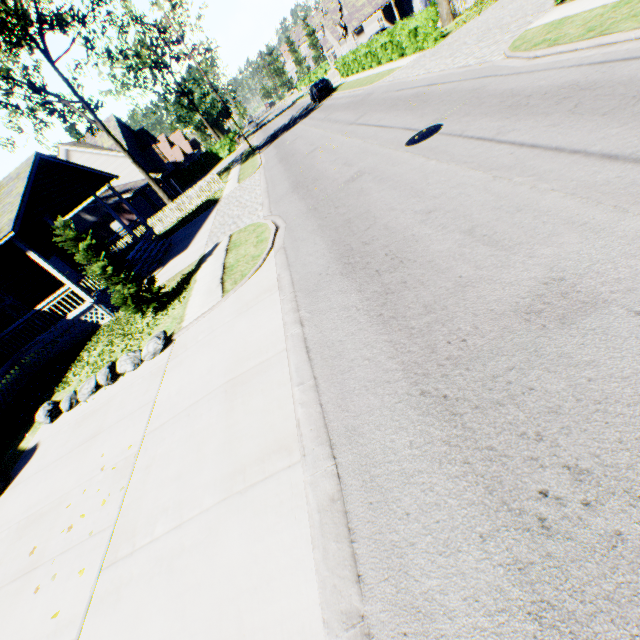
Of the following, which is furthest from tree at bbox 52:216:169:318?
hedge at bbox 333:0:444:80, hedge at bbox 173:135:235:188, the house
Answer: hedge at bbox 173:135:235:188

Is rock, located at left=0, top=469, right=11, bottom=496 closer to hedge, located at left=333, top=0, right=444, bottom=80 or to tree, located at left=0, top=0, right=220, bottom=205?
hedge, located at left=333, top=0, right=444, bottom=80

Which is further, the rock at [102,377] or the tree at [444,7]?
the tree at [444,7]

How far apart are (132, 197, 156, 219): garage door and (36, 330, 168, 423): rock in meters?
29.0

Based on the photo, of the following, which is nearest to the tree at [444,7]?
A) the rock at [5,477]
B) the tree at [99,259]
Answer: the tree at [99,259]

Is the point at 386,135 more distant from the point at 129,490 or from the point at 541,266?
the point at 129,490

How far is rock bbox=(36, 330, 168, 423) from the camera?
8.29m

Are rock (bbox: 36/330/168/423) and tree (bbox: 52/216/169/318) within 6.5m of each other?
yes
